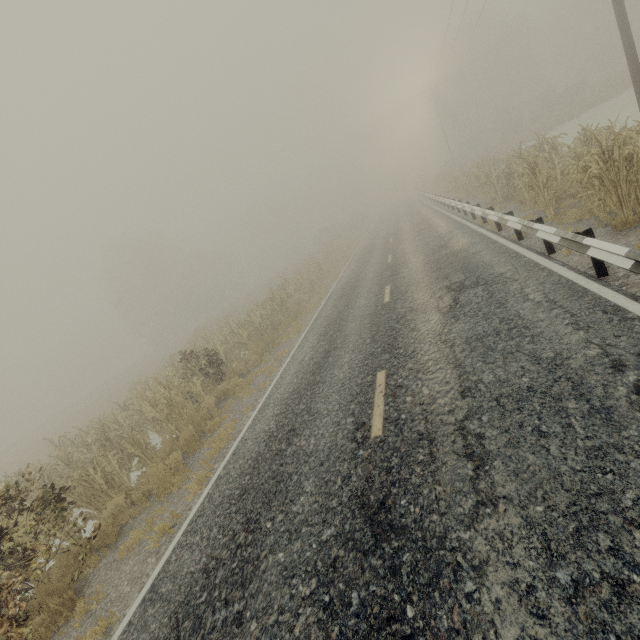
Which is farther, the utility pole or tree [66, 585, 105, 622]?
the utility pole

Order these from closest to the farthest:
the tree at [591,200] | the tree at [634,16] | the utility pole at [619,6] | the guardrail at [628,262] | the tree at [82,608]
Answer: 1. the guardrail at [628,262]
2. the tree at [82,608]
3. the tree at [591,200]
4. the utility pole at [619,6]
5. the tree at [634,16]

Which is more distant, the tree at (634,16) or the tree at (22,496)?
the tree at (634,16)

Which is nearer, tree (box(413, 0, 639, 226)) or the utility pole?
tree (box(413, 0, 639, 226))

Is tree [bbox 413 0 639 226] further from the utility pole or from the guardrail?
the guardrail

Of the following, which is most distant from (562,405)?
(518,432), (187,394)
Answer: (187,394)

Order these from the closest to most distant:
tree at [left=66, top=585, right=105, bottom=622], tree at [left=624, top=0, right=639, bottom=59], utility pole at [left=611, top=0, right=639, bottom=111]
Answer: tree at [left=66, top=585, right=105, bottom=622], utility pole at [left=611, top=0, right=639, bottom=111], tree at [left=624, top=0, right=639, bottom=59]

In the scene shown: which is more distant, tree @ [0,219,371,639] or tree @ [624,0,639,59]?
tree @ [624,0,639,59]
